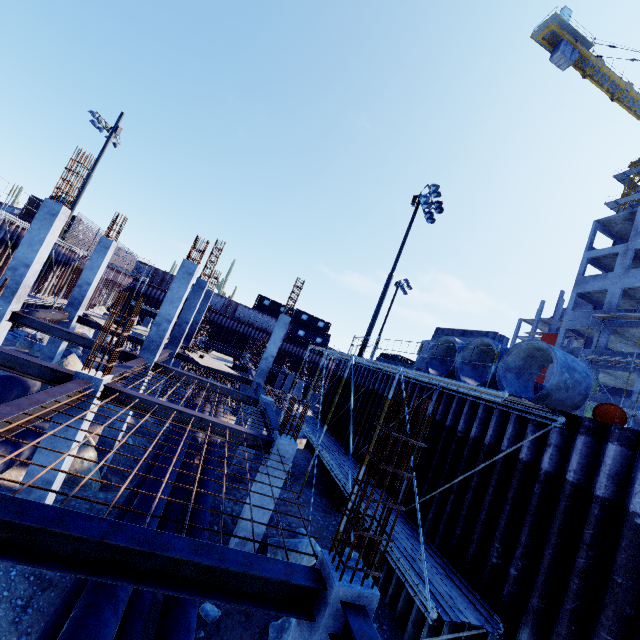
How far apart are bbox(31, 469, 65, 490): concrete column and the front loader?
26.4 meters

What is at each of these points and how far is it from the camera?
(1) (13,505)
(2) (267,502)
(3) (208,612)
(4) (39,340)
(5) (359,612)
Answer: (1) steel beam, 3.1m
(2) concrete column, 8.4m
(3) compgrassrocksplants, 7.4m
(4) compgrassrocksplants, 19.4m
(5) steel beam, 3.6m

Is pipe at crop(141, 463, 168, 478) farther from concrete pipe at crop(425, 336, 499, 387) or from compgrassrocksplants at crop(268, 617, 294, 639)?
concrete pipe at crop(425, 336, 499, 387)

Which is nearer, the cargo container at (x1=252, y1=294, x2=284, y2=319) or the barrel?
the barrel

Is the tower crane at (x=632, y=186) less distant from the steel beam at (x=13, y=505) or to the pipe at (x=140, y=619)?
the pipe at (x=140, y=619)

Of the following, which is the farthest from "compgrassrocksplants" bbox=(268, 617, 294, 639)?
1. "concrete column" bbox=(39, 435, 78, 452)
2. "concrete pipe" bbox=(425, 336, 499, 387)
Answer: "concrete pipe" bbox=(425, 336, 499, 387)

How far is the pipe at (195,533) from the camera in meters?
7.8

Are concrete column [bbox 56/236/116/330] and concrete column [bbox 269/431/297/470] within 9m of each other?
no
